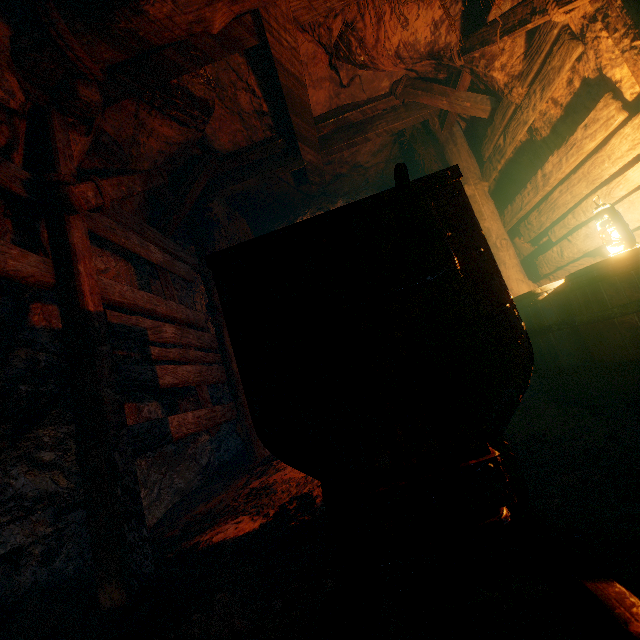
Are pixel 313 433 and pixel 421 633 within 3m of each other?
yes

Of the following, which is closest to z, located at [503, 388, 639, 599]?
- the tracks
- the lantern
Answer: the tracks

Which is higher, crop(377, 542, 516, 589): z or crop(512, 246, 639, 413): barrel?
crop(512, 246, 639, 413): barrel

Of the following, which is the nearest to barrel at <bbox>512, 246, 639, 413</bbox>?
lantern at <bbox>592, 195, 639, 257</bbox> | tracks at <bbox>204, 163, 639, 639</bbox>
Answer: lantern at <bbox>592, 195, 639, 257</bbox>

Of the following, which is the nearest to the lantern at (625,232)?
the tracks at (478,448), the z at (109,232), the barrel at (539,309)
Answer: the barrel at (539,309)

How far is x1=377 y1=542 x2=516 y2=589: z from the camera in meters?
1.3 m

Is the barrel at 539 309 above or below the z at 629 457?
above

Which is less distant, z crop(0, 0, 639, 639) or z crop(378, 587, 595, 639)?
z crop(378, 587, 595, 639)
